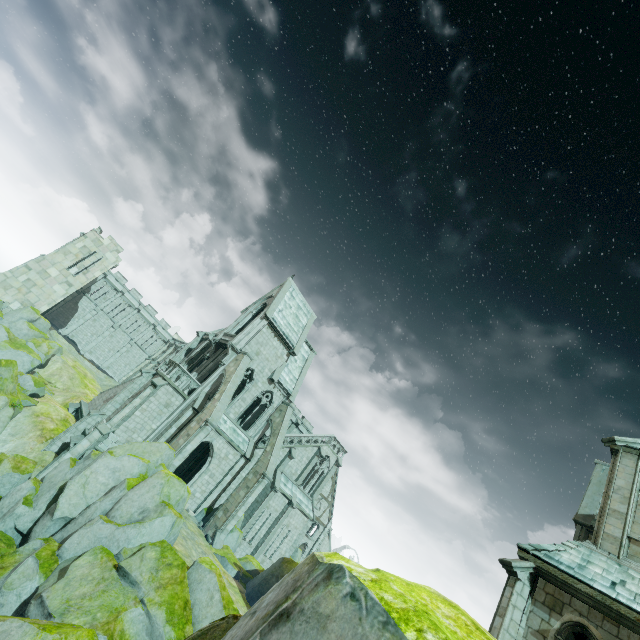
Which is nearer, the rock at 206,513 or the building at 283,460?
the rock at 206,513

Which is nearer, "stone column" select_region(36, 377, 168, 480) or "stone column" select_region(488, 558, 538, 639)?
"stone column" select_region(488, 558, 538, 639)

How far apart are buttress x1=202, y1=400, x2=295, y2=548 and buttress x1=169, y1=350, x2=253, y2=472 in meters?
5.9 m

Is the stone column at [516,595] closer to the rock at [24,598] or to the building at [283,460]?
the rock at [24,598]

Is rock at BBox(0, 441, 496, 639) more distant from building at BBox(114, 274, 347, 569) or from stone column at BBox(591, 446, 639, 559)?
stone column at BBox(591, 446, 639, 559)

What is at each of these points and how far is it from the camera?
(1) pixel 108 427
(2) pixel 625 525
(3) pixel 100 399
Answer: (1) stone column, 22.80m
(2) stone column, 10.41m
(3) building, 30.22m

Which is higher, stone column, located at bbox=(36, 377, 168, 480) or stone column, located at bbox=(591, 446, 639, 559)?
stone column, located at bbox=(591, 446, 639, 559)

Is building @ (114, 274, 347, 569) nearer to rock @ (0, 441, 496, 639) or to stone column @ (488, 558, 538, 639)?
rock @ (0, 441, 496, 639)
